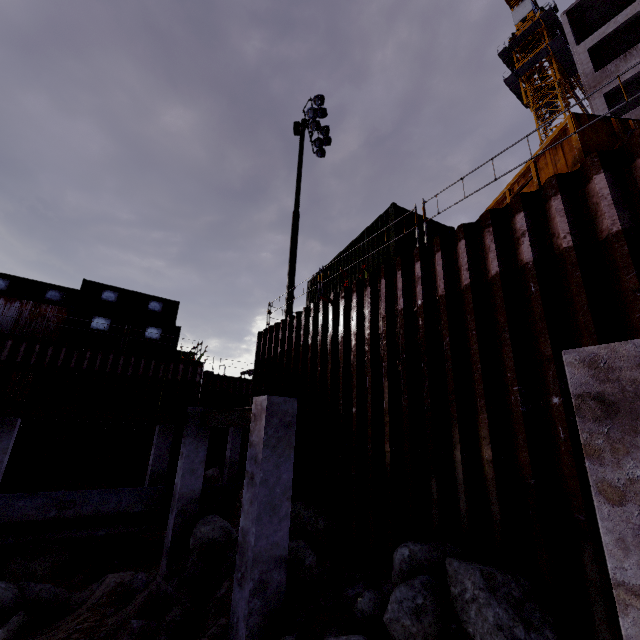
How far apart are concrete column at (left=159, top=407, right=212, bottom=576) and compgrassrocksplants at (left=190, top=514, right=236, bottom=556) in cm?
1

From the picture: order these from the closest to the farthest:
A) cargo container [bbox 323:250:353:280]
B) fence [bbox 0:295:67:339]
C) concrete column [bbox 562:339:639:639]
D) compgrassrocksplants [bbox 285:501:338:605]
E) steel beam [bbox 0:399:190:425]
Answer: concrete column [bbox 562:339:639:639] → compgrassrocksplants [bbox 285:501:338:605] → steel beam [bbox 0:399:190:425] → cargo container [bbox 323:250:353:280] → fence [bbox 0:295:67:339]

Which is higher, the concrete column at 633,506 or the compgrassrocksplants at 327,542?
the concrete column at 633,506

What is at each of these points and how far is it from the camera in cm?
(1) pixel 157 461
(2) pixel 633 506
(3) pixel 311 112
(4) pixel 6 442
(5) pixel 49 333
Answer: (1) concrete column, 1285
(2) concrete column, 169
(3) floodlight, 1524
(4) concrete column, 1058
(5) fence, 1752

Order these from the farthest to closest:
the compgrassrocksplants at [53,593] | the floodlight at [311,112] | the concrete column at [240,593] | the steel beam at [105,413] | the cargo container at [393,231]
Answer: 1. the floodlight at [311,112]
2. the cargo container at [393,231]
3. the steel beam at [105,413]
4. the compgrassrocksplants at [53,593]
5. the concrete column at [240,593]

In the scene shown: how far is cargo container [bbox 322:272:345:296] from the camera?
11.4m

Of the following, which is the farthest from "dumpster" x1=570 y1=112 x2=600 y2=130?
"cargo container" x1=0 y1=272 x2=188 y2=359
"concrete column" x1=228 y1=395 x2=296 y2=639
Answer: "cargo container" x1=0 y1=272 x2=188 y2=359

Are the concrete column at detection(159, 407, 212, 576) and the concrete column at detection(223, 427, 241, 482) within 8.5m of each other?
no
